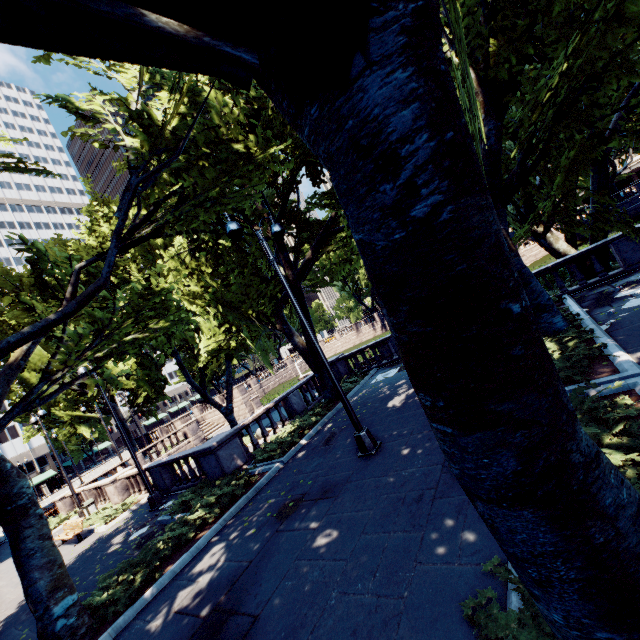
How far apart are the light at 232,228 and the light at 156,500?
9.66m

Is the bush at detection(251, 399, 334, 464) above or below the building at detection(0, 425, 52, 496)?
below

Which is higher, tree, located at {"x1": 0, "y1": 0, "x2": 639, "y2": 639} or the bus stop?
tree, located at {"x1": 0, "y1": 0, "x2": 639, "y2": 639}

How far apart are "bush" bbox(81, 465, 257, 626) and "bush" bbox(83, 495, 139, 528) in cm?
757

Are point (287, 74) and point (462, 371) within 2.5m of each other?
yes

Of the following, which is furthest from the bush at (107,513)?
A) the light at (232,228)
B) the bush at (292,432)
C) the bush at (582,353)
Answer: the bush at (582,353)

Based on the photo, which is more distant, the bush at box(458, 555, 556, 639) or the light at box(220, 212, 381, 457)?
the light at box(220, 212, 381, 457)

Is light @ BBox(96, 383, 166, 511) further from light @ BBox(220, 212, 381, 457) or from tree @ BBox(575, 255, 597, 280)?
light @ BBox(220, 212, 381, 457)
